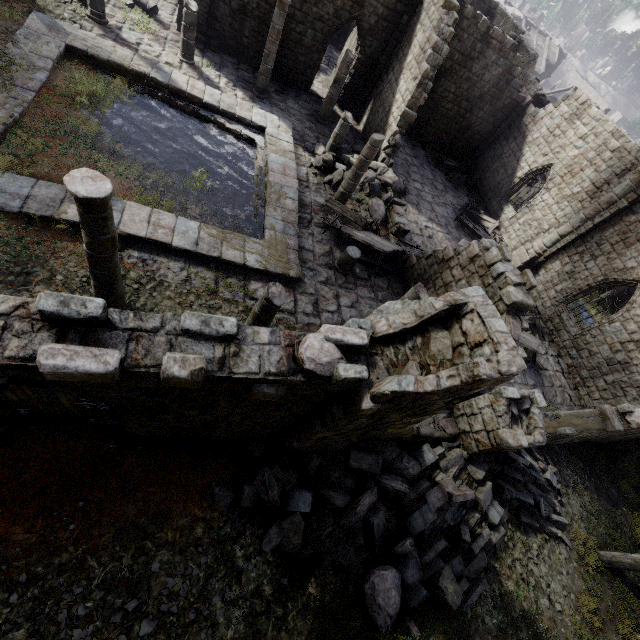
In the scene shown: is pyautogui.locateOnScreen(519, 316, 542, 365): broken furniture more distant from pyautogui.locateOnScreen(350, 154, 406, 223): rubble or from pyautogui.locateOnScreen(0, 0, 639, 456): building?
pyautogui.locateOnScreen(350, 154, 406, 223): rubble

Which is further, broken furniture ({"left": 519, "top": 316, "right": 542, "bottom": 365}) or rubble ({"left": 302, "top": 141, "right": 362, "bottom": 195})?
rubble ({"left": 302, "top": 141, "right": 362, "bottom": 195})

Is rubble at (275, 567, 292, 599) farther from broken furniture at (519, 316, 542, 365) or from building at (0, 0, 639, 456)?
broken furniture at (519, 316, 542, 365)

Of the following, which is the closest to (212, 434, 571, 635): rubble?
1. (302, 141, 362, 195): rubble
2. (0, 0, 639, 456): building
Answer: (0, 0, 639, 456): building

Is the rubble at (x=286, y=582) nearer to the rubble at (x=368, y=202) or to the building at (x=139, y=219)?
the building at (x=139, y=219)

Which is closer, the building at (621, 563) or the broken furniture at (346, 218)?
the building at (621, 563)

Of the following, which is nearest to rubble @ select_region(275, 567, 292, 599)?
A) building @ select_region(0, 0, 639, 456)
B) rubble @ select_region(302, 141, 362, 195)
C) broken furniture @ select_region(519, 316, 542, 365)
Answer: building @ select_region(0, 0, 639, 456)

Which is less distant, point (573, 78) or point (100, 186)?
point (100, 186)
